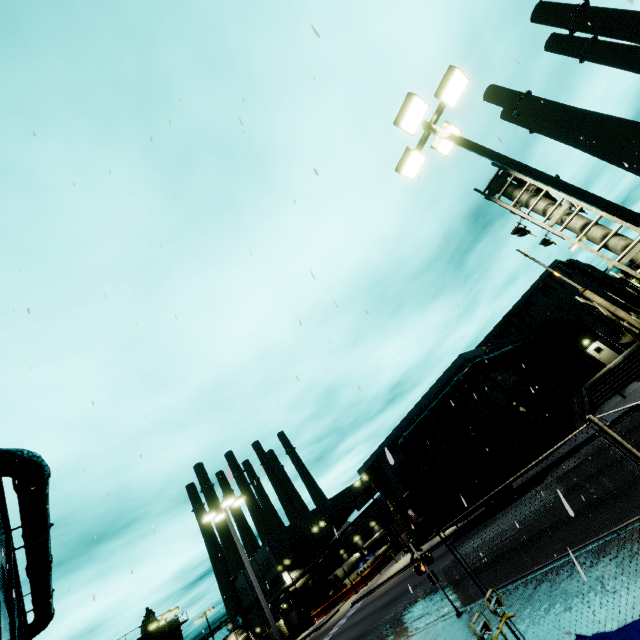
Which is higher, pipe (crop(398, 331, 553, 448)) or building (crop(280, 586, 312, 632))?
pipe (crop(398, 331, 553, 448))

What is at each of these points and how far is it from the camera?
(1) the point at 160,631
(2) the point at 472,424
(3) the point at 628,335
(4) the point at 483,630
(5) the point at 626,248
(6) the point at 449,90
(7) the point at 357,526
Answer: (1) silo, 41.9 meters
(2) building, 32.5 meters
(3) railroad crossing gate, 8.2 meters
(4) light, 6.5 meters
(5) railroad crossing overhang, 7.6 meters
(6) light, 7.5 meters
(7) building, 57.5 meters

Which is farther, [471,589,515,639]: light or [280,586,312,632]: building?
[280,586,312,632]: building

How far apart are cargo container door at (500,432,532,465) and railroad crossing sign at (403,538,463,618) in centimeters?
1278cm

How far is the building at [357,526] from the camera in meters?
52.0

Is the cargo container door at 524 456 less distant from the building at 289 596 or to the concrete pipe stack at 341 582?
the building at 289 596

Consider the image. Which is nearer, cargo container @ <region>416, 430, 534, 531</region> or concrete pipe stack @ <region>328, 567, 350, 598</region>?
cargo container @ <region>416, 430, 534, 531</region>

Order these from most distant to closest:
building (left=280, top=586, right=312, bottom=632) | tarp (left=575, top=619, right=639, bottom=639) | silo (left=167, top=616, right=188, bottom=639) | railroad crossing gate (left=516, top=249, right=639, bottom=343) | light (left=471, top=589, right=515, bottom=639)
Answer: building (left=280, top=586, right=312, bottom=632)
silo (left=167, top=616, right=188, bottom=639)
railroad crossing gate (left=516, top=249, right=639, bottom=343)
light (left=471, top=589, right=515, bottom=639)
tarp (left=575, top=619, right=639, bottom=639)
